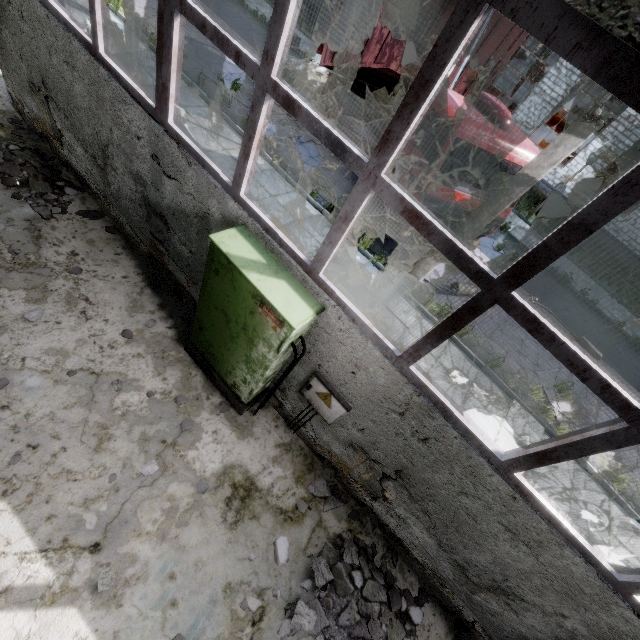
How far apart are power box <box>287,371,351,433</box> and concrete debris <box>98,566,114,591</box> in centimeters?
258cm

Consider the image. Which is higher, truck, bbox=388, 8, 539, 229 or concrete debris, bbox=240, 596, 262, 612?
truck, bbox=388, 8, 539, 229

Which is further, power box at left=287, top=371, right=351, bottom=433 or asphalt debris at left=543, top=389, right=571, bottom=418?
asphalt debris at left=543, top=389, right=571, bottom=418

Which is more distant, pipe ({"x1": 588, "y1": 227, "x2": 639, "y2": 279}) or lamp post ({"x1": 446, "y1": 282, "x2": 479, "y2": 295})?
pipe ({"x1": 588, "y1": 227, "x2": 639, "y2": 279})

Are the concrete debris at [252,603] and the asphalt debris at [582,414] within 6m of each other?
no

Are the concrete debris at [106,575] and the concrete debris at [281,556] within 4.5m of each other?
yes

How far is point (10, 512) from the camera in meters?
3.4

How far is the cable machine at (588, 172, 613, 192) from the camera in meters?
20.6
